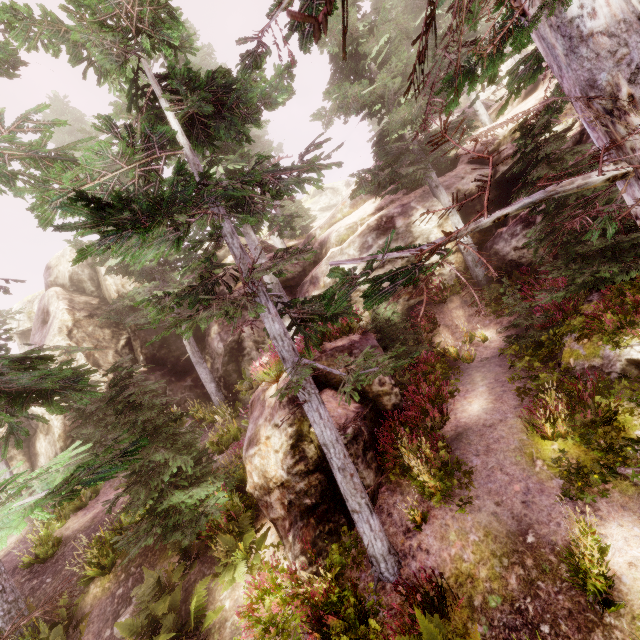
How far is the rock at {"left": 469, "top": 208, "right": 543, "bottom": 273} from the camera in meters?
12.7 m

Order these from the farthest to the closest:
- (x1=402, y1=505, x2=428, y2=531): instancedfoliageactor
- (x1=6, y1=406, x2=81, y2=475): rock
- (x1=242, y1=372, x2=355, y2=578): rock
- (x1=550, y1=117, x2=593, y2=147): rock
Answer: (x1=6, y1=406, x2=81, y2=475): rock
(x1=550, y1=117, x2=593, y2=147): rock
(x1=242, y1=372, x2=355, y2=578): rock
(x1=402, y1=505, x2=428, y2=531): instancedfoliageactor

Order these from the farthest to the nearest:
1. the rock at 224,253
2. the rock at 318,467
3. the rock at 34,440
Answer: the rock at 224,253
the rock at 34,440
the rock at 318,467

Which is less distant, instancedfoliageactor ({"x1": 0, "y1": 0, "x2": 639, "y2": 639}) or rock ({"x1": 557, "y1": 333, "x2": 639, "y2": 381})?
instancedfoliageactor ({"x1": 0, "y1": 0, "x2": 639, "y2": 639})

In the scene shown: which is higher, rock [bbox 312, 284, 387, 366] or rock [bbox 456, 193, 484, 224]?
rock [bbox 456, 193, 484, 224]

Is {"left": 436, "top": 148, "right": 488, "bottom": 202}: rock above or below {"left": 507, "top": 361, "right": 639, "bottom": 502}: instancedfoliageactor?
above

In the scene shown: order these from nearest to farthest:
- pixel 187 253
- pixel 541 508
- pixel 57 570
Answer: pixel 541 508 → pixel 57 570 → pixel 187 253

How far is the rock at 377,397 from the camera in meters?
7.8
